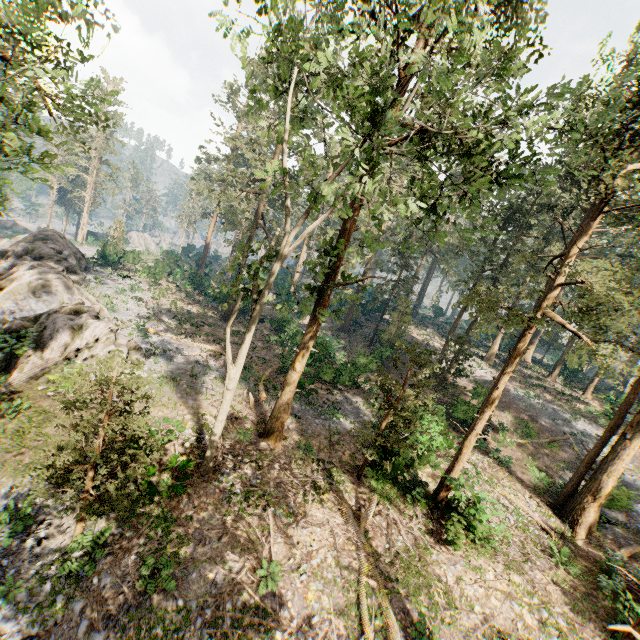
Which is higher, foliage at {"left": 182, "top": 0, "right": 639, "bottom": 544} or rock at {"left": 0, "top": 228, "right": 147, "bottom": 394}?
foliage at {"left": 182, "top": 0, "right": 639, "bottom": 544}

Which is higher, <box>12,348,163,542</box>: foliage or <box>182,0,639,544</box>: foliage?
<box>182,0,639,544</box>: foliage

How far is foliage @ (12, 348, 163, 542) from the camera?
8.6m

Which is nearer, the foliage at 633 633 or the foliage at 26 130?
the foliage at 633 633

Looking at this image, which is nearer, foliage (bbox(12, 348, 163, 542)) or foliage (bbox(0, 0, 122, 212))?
foliage (bbox(0, 0, 122, 212))

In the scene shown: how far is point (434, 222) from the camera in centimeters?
1060cm

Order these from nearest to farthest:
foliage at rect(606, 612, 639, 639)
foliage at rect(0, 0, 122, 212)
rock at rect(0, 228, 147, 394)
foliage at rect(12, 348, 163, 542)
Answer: foliage at rect(606, 612, 639, 639), foliage at rect(0, 0, 122, 212), foliage at rect(12, 348, 163, 542), rock at rect(0, 228, 147, 394)
